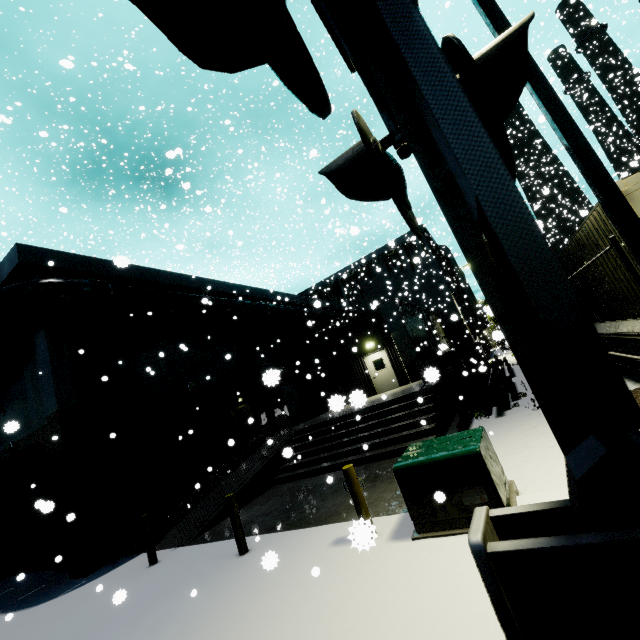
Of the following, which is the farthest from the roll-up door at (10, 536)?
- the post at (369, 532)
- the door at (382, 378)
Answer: the door at (382, 378)

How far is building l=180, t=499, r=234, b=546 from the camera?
8.5m

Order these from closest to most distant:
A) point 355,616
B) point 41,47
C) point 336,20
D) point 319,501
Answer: point 336,20 < point 355,616 < point 319,501 < point 41,47

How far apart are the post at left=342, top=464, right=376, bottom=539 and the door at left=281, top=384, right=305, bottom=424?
14.78m

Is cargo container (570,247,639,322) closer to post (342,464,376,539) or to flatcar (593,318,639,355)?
flatcar (593,318,639,355)

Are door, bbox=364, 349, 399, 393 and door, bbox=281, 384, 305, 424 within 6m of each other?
yes

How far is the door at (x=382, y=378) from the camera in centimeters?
1944cm

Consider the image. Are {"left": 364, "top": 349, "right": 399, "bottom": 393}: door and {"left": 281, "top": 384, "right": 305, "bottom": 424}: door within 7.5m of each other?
yes
